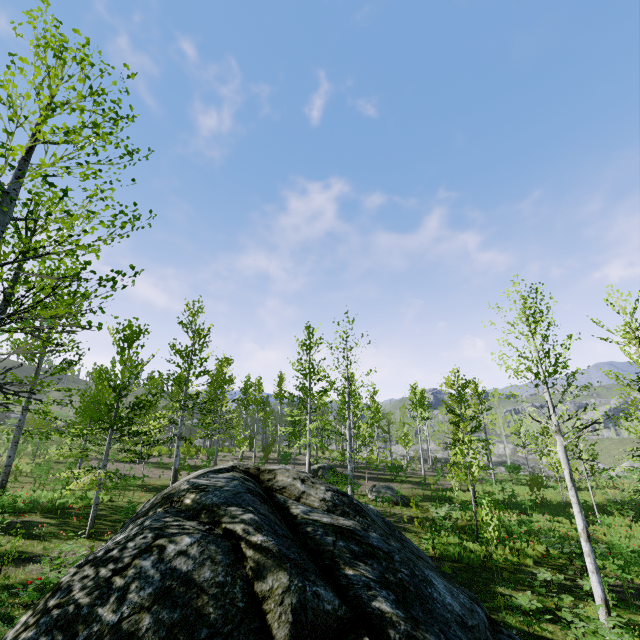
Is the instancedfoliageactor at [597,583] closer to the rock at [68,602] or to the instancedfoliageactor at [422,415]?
the rock at [68,602]

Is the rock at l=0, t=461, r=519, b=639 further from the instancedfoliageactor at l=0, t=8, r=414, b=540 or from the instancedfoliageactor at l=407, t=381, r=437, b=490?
the instancedfoliageactor at l=407, t=381, r=437, b=490

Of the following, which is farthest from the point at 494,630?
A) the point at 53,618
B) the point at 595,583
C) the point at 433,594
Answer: the point at 595,583

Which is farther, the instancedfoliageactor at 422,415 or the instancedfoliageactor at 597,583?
the instancedfoliageactor at 422,415

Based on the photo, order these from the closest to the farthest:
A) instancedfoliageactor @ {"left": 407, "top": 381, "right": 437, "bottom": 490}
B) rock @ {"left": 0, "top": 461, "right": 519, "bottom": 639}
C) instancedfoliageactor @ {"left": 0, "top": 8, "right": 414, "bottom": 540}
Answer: rock @ {"left": 0, "top": 461, "right": 519, "bottom": 639} < instancedfoliageactor @ {"left": 0, "top": 8, "right": 414, "bottom": 540} < instancedfoliageactor @ {"left": 407, "top": 381, "right": 437, "bottom": 490}

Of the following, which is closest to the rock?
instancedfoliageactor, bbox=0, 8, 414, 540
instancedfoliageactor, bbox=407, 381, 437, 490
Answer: instancedfoliageactor, bbox=0, 8, 414, 540
